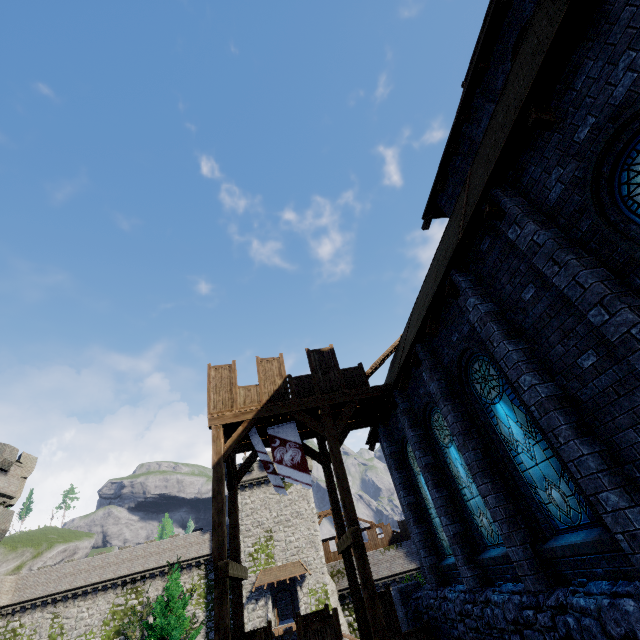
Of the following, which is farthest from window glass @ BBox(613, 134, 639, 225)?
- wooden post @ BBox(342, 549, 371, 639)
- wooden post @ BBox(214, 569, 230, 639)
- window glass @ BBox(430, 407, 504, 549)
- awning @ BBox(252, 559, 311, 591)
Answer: awning @ BBox(252, 559, 311, 591)

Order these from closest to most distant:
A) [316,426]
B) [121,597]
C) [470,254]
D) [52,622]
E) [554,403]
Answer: [554,403]
[470,254]
[316,426]
[52,622]
[121,597]

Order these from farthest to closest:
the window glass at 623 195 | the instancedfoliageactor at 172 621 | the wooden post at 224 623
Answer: the instancedfoliageactor at 172 621, the wooden post at 224 623, the window glass at 623 195

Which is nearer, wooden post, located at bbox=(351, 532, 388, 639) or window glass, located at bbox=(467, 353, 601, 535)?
window glass, located at bbox=(467, 353, 601, 535)

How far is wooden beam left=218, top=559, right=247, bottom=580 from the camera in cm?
812

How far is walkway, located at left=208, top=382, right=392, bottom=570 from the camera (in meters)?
9.62

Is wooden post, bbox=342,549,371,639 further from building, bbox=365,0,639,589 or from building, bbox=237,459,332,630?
building, bbox=237,459,332,630

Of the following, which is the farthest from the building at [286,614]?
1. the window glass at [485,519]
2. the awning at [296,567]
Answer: the window glass at [485,519]
